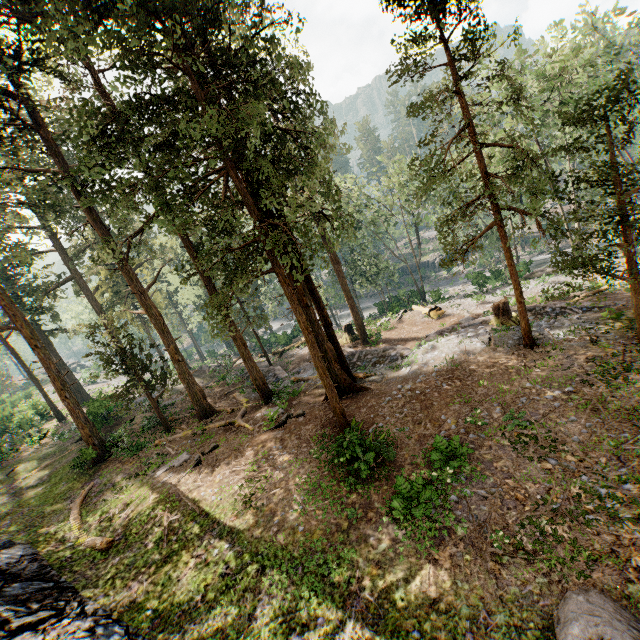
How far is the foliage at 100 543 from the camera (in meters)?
13.00

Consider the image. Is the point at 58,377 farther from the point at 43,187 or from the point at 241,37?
the point at 241,37

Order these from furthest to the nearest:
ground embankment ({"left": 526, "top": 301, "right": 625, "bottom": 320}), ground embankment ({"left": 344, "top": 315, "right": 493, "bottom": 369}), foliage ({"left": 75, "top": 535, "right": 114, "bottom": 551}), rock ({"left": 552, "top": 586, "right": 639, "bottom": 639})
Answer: ground embankment ({"left": 344, "top": 315, "right": 493, "bottom": 369}) < ground embankment ({"left": 526, "top": 301, "right": 625, "bottom": 320}) < foliage ({"left": 75, "top": 535, "right": 114, "bottom": 551}) < rock ({"left": 552, "top": 586, "right": 639, "bottom": 639})

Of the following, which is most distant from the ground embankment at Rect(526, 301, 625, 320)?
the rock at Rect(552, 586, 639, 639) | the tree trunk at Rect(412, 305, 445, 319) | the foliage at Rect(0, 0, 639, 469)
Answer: the rock at Rect(552, 586, 639, 639)

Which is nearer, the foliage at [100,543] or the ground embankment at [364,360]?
the foliage at [100,543]

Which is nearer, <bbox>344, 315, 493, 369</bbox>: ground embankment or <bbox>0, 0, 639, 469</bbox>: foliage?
<bbox>0, 0, 639, 469</bbox>: foliage

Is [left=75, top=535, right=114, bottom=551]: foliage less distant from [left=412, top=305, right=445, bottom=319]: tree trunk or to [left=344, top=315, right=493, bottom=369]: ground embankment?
[left=344, top=315, right=493, bottom=369]: ground embankment

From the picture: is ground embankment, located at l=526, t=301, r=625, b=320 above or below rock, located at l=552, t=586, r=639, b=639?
below
